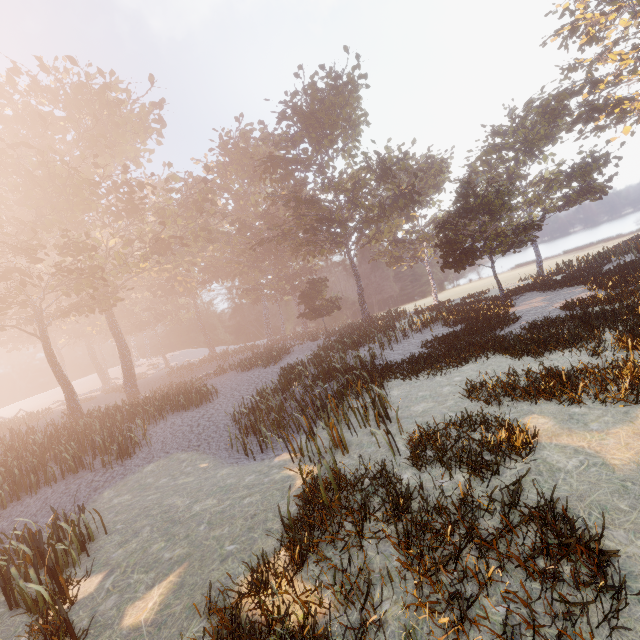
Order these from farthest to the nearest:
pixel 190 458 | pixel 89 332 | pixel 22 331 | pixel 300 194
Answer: pixel 89 332, pixel 300 194, pixel 22 331, pixel 190 458
